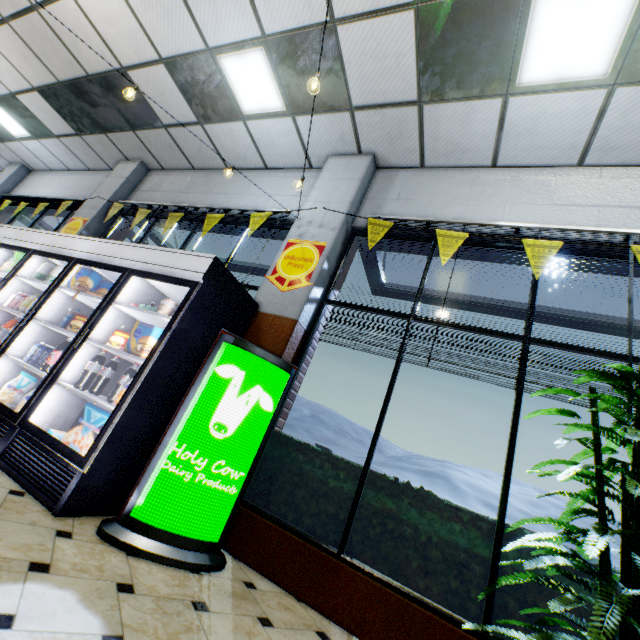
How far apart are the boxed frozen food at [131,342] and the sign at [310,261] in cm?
136

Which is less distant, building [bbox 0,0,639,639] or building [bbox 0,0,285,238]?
building [bbox 0,0,639,639]

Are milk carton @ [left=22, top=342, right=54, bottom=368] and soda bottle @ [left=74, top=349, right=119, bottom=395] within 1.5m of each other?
yes

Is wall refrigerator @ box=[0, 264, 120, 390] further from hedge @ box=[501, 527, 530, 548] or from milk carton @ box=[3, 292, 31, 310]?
hedge @ box=[501, 527, 530, 548]

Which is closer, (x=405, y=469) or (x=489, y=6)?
(x=489, y=6)

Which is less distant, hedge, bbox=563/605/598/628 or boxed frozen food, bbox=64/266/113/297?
hedge, bbox=563/605/598/628

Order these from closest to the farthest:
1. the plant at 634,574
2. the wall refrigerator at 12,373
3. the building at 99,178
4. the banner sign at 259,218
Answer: the plant at 634,574 < the wall refrigerator at 12,373 < the banner sign at 259,218 < the building at 99,178

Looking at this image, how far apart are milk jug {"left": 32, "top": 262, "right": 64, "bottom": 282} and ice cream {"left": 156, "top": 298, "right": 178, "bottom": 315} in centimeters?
189cm
